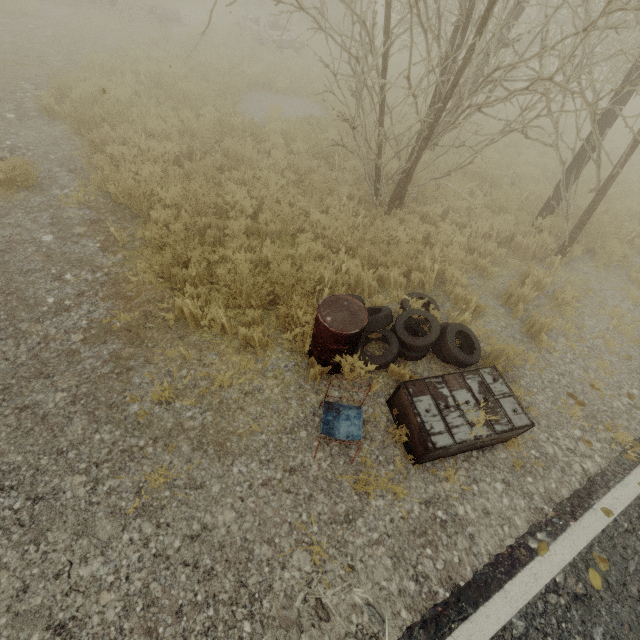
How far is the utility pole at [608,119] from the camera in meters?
5.7 m

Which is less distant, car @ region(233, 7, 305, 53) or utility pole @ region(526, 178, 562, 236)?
utility pole @ region(526, 178, 562, 236)

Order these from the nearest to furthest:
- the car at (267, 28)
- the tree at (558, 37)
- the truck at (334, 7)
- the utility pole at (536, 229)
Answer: the tree at (558, 37) < the utility pole at (536, 229) < the car at (267, 28) < the truck at (334, 7)

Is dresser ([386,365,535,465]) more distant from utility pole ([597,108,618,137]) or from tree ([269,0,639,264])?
utility pole ([597,108,618,137])

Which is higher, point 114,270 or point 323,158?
point 323,158

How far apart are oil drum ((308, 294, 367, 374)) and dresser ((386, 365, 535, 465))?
0.5 meters

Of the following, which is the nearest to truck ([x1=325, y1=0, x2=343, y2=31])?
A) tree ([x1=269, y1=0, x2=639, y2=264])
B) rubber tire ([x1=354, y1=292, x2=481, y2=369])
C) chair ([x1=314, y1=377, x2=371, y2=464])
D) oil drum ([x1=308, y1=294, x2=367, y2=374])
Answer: tree ([x1=269, y1=0, x2=639, y2=264])

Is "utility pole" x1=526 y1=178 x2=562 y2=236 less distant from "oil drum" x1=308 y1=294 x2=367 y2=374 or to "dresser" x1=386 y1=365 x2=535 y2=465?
"dresser" x1=386 y1=365 x2=535 y2=465
